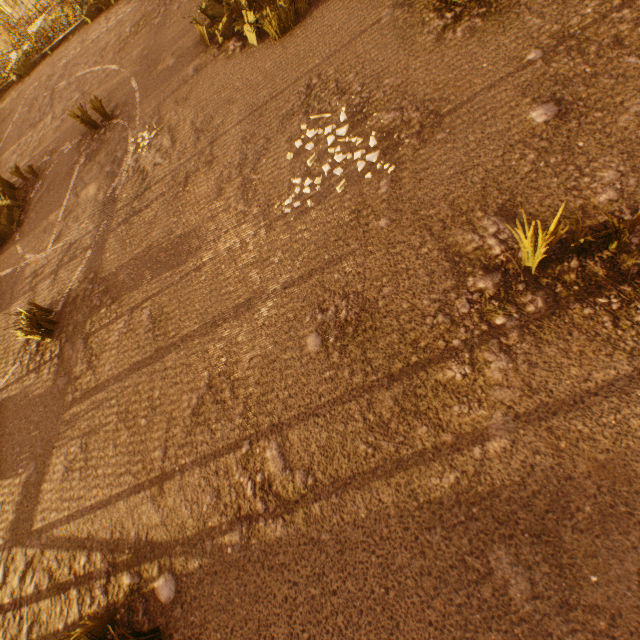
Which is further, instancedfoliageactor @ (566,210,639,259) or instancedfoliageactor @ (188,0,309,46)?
instancedfoliageactor @ (188,0,309,46)

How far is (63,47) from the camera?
10.3 meters

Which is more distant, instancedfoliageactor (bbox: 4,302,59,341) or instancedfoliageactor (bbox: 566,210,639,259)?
instancedfoliageactor (bbox: 4,302,59,341)

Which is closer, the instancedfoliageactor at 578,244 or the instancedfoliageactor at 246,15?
the instancedfoliageactor at 578,244

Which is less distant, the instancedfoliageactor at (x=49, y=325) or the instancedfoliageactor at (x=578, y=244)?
the instancedfoliageactor at (x=578, y=244)
